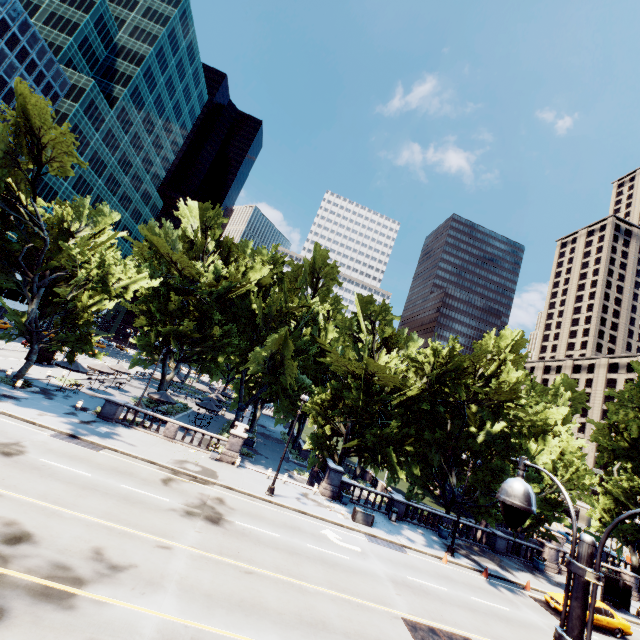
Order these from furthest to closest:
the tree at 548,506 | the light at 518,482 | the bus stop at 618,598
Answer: the tree at 548,506 < the bus stop at 618,598 < the light at 518,482

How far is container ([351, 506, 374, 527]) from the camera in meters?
23.6 m

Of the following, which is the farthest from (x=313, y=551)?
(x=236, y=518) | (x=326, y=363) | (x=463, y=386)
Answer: (x=326, y=363)

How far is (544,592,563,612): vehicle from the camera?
20.8m

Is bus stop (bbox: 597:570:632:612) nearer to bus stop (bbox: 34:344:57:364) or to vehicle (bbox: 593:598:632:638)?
vehicle (bbox: 593:598:632:638)

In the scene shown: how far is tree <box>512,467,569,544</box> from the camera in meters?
27.0

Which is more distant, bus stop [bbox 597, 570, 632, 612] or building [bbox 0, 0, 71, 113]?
building [bbox 0, 0, 71, 113]

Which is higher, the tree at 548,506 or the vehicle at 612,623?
the tree at 548,506
